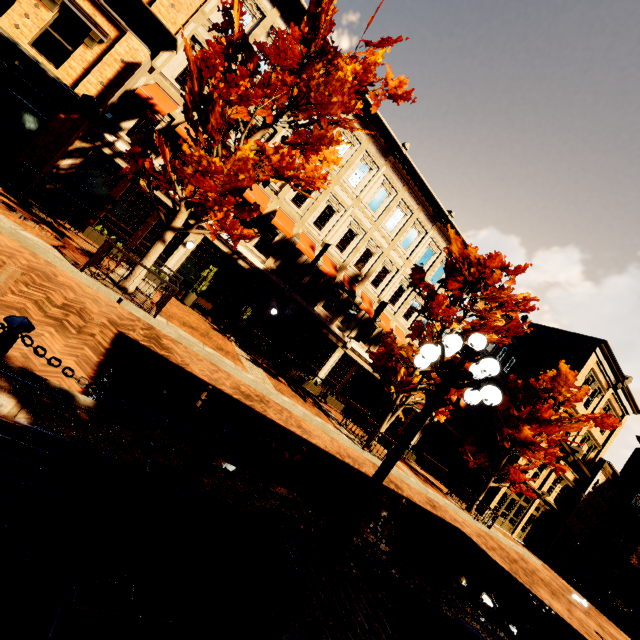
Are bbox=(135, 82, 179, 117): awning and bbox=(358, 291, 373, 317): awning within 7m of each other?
no

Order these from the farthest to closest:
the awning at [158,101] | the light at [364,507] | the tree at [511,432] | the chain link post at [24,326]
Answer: the tree at [511,432] → the awning at [158,101] → the light at [364,507] → the chain link post at [24,326]

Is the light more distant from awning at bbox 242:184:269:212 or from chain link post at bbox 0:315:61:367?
awning at bbox 242:184:269:212

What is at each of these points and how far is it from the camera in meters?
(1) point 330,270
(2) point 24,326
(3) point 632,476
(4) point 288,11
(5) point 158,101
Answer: (1) awning, 16.8
(2) chain link post, 2.5
(3) building, 30.9
(4) building, 14.0
(5) awning, 12.3

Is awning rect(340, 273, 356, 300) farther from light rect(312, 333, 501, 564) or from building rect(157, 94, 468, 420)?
light rect(312, 333, 501, 564)

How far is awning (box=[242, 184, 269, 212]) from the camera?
14.26m

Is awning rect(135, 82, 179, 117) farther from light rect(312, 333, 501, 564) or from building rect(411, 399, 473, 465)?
light rect(312, 333, 501, 564)

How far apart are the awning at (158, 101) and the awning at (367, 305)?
12.1m
